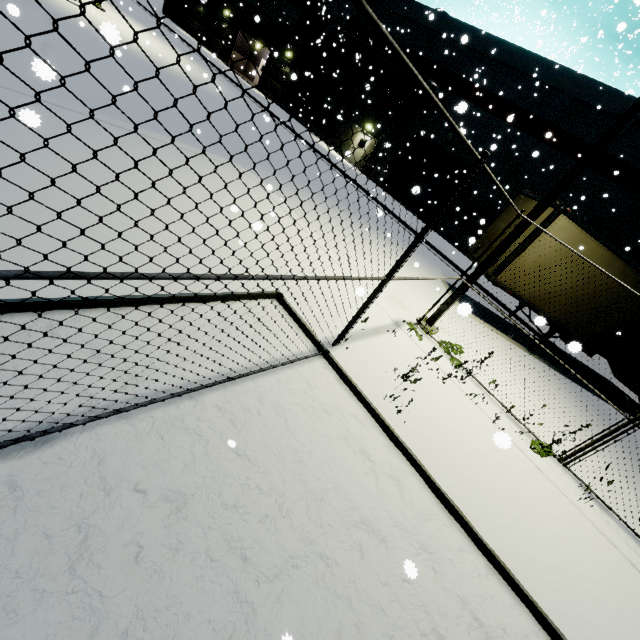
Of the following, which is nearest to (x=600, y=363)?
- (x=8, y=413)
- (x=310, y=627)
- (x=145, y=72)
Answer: (x=310, y=627)

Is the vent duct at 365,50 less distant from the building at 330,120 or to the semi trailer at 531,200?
the building at 330,120

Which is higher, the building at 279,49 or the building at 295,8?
A: the building at 295,8

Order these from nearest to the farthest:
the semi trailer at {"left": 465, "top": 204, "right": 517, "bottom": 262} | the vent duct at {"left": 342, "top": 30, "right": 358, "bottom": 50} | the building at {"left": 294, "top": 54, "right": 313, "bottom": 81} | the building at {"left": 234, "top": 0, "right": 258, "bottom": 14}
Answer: the semi trailer at {"left": 465, "top": 204, "right": 517, "bottom": 262} < the vent duct at {"left": 342, "top": 30, "right": 358, "bottom": 50} < the building at {"left": 294, "top": 54, "right": 313, "bottom": 81} < the building at {"left": 234, "top": 0, "right": 258, "bottom": 14}

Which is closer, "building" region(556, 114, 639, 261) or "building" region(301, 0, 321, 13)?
"building" region(556, 114, 639, 261)

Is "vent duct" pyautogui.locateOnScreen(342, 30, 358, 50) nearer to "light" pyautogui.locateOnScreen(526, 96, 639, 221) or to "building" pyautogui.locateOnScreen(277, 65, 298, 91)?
"building" pyautogui.locateOnScreen(277, 65, 298, 91)
